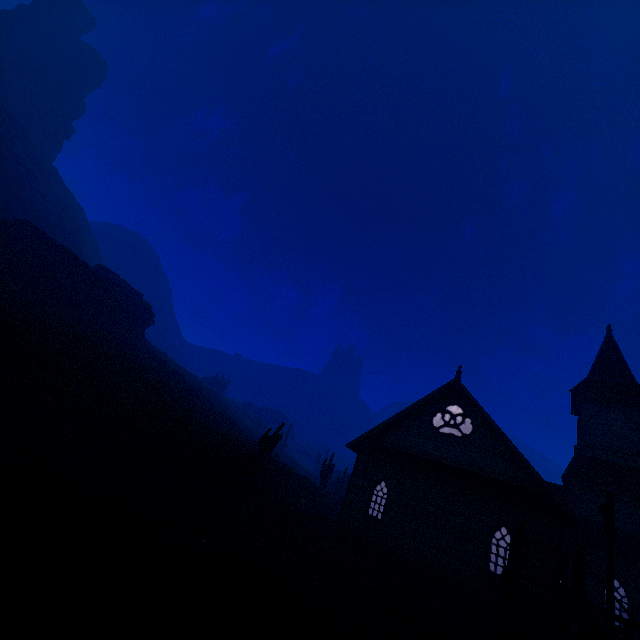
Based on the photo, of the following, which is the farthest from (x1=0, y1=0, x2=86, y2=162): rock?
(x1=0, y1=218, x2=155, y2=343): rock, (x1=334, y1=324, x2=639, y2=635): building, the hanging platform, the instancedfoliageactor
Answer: the hanging platform

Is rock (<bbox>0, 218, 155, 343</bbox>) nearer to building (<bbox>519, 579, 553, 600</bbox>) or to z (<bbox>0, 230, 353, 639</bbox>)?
z (<bbox>0, 230, 353, 639</bbox>)

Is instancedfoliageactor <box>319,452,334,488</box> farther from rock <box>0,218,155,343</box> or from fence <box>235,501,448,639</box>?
rock <box>0,218,155,343</box>

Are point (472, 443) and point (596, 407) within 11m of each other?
yes

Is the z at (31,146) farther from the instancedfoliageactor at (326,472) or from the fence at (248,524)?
the instancedfoliageactor at (326,472)

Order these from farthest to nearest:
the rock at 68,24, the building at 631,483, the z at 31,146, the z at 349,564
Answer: the rock at 68,24 < the z at 31,146 < the building at 631,483 < the z at 349,564

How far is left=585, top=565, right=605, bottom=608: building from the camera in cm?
1546

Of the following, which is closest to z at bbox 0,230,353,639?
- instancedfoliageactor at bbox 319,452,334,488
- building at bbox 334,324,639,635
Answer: building at bbox 334,324,639,635
